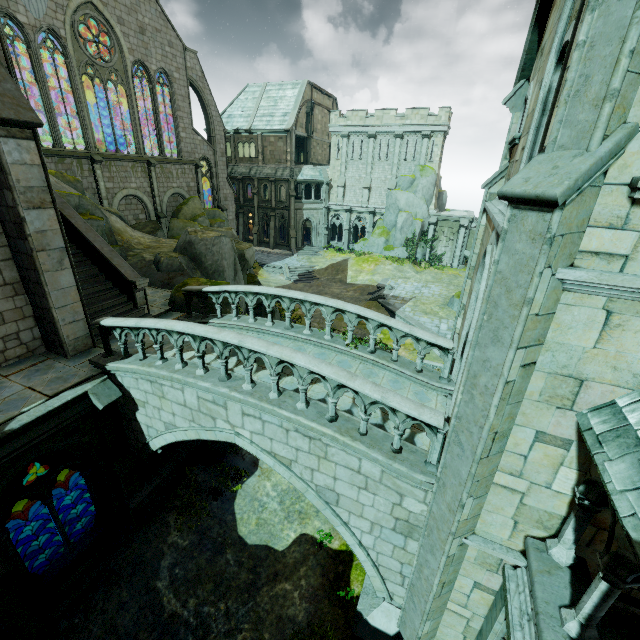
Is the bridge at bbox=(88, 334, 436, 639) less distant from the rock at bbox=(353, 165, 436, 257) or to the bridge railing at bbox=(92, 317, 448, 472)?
the bridge railing at bbox=(92, 317, 448, 472)

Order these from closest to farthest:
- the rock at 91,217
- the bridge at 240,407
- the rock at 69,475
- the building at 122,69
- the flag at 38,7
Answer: the bridge at 240,407
the building at 122,69
the rock at 91,217
the flag at 38,7
the rock at 69,475

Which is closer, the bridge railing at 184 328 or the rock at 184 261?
the bridge railing at 184 328

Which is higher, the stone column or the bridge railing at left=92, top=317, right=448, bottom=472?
the bridge railing at left=92, top=317, right=448, bottom=472

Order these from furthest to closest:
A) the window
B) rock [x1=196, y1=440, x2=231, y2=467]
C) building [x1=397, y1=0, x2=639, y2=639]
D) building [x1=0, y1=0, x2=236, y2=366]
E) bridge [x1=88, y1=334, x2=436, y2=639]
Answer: the window → rock [x1=196, y1=440, x2=231, y2=467] → building [x1=0, y1=0, x2=236, y2=366] → bridge [x1=88, y1=334, x2=436, y2=639] → building [x1=397, y1=0, x2=639, y2=639]

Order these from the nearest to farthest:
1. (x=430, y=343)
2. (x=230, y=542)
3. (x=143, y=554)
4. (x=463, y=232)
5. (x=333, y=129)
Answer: (x=430, y=343)
(x=143, y=554)
(x=230, y=542)
(x=463, y=232)
(x=333, y=129)

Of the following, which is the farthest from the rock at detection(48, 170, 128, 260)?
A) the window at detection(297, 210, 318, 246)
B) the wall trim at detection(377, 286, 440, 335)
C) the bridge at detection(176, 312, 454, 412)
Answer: the window at detection(297, 210, 318, 246)

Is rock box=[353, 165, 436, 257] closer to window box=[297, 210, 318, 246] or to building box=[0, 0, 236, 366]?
window box=[297, 210, 318, 246]
